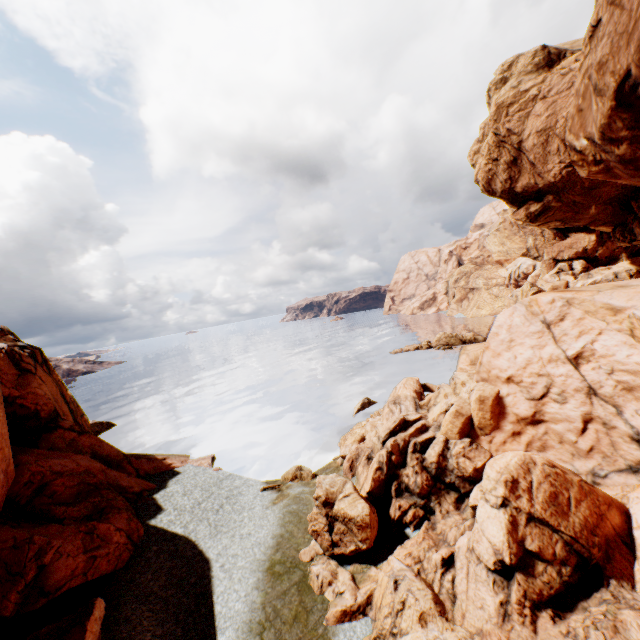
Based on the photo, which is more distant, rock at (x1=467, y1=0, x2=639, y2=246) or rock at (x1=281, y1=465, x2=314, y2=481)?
rock at (x1=281, y1=465, x2=314, y2=481)

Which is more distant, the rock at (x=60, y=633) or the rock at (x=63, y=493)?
the rock at (x=63, y=493)

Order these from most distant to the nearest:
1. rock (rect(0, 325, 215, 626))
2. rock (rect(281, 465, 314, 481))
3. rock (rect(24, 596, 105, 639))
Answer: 1. rock (rect(281, 465, 314, 481))
2. rock (rect(0, 325, 215, 626))
3. rock (rect(24, 596, 105, 639))

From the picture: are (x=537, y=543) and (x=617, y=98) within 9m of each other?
no

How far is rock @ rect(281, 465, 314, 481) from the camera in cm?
2269

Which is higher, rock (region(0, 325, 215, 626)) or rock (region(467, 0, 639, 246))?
rock (region(467, 0, 639, 246))
